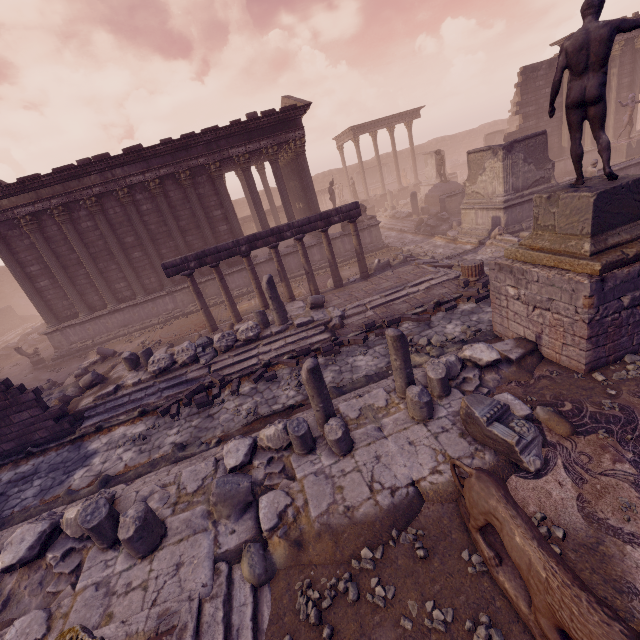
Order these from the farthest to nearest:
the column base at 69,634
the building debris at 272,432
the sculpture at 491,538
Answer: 1. the building debris at 272,432
2. the column base at 69,634
3. the sculpture at 491,538

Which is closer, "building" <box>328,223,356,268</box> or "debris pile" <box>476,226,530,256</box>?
"debris pile" <box>476,226,530,256</box>

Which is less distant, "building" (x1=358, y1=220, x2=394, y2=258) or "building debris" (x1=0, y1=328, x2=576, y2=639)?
"building debris" (x1=0, y1=328, x2=576, y2=639)

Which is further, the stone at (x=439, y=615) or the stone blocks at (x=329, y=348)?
the stone blocks at (x=329, y=348)

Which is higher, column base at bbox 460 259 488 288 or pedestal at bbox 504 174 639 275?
pedestal at bbox 504 174 639 275

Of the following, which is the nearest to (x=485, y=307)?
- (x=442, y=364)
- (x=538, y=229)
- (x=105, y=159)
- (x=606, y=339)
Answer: (x=538, y=229)

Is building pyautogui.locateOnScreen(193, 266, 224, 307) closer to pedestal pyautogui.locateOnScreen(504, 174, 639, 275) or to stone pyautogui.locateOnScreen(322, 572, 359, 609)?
pedestal pyautogui.locateOnScreen(504, 174, 639, 275)

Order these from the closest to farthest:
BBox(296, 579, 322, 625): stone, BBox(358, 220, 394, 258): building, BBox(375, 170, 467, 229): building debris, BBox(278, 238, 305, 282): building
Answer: BBox(296, 579, 322, 625): stone, BBox(278, 238, 305, 282): building, BBox(358, 220, 394, 258): building, BBox(375, 170, 467, 229): building debris
